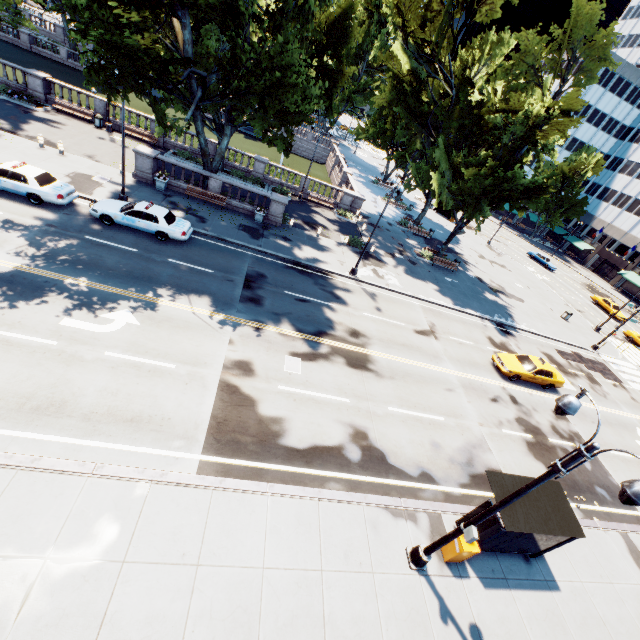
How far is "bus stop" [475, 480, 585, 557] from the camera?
10.0 meters

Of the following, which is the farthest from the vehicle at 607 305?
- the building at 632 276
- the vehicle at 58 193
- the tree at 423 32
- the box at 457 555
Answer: the vehicle at 58 193

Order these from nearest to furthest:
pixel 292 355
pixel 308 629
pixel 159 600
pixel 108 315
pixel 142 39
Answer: pixel 159 600 → pixel 308 629 → pixel 142 39 → pixel 108 315 → pixel 292 355

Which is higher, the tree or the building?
the tree

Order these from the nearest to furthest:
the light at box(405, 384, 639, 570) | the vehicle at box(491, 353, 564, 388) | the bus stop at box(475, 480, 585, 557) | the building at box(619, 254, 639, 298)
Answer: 1. the light at box(405, 384, 639, 570)
2. the bus stop at box(475, 480, 585, 557)
3. the vehicle at box(491, 353, 564, 388)
4. the building at box(619, 254, 639, 298)

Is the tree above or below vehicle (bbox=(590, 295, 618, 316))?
above

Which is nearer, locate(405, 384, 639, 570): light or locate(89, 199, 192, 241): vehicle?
locate(405, 384, 639, 570): light

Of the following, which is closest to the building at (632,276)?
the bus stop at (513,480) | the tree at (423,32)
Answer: the tree at (423,32)
